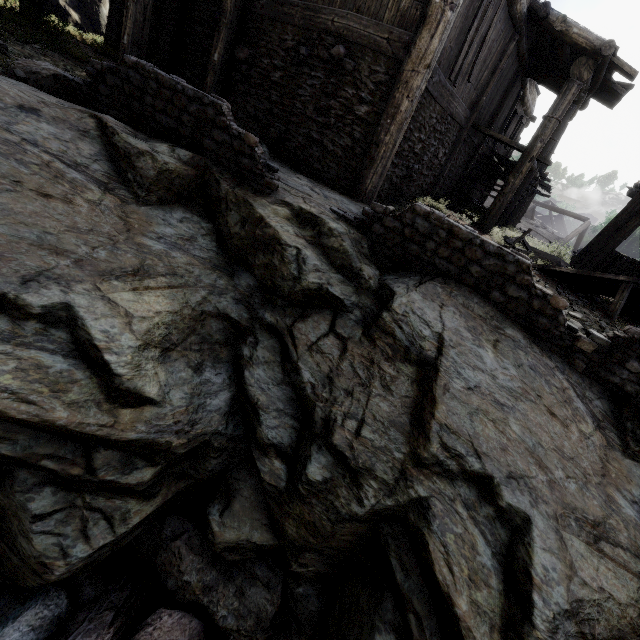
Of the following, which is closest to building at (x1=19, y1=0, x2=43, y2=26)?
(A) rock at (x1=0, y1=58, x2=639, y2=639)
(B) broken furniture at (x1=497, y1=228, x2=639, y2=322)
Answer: (A) rock at (x1=0, y1=58, x2=639, y2=639)

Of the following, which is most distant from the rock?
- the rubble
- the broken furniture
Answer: the broken furniture

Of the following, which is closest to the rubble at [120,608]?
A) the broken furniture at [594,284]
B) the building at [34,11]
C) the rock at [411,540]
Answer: the rock at [411,540]

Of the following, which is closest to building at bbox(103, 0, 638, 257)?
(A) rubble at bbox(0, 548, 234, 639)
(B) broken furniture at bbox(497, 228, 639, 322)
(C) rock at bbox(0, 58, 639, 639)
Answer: (C) rock at bbox(0, 58, 639, 639)

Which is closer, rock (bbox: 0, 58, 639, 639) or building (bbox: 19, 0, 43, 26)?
rock (bbox: 0, 58, 639, 639)

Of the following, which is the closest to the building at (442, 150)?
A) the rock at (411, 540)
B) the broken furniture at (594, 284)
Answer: the rock at (411, 540)

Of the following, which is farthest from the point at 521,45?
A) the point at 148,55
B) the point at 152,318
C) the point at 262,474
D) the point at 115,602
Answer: the point at 115,602

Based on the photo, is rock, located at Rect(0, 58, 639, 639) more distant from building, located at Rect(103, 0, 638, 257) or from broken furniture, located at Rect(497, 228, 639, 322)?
broken furniture, located at Rect(497, 228, 639, 322)
